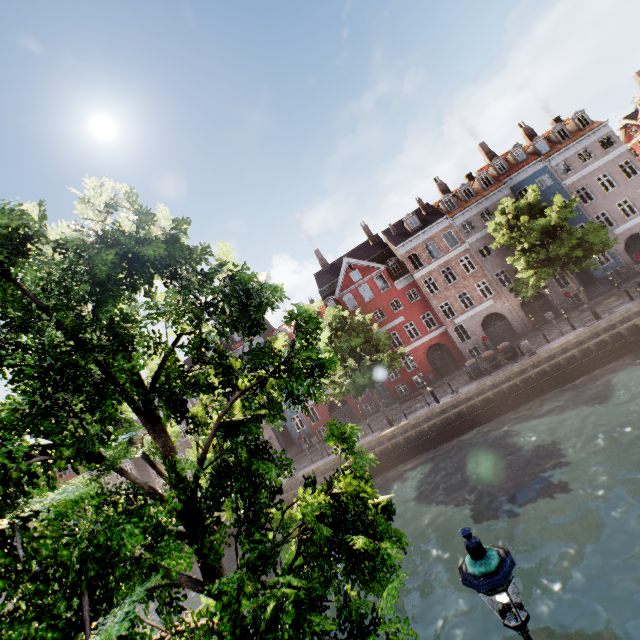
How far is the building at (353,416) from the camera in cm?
3441

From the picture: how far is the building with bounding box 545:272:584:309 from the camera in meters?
29.7

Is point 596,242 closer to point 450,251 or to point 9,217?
point 450,251

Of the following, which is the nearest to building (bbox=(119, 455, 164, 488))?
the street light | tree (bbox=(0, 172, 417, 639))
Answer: the street light

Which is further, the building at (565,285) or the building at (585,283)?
the building at (565,285)

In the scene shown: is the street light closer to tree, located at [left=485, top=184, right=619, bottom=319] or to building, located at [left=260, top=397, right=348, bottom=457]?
tree, located at [left=485, top=184, right=619, bottom=319]
